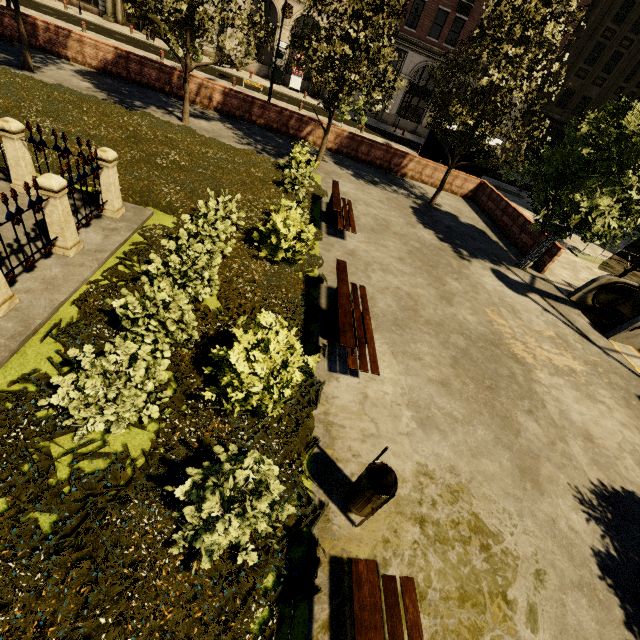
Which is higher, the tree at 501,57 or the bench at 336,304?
the tree at 501,57

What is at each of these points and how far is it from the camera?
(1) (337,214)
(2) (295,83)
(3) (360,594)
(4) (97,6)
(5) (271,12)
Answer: (1) bench, 10.4m
(2) atm, 30.7m
(3) bench, 2.8m
(4) building, 28.4m
(5) building, 37.7m

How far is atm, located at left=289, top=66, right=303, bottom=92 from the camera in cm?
3009

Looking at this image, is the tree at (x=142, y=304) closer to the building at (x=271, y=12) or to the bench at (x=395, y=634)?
the bench at (x=395, y=634)

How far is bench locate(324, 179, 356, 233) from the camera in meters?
9.7

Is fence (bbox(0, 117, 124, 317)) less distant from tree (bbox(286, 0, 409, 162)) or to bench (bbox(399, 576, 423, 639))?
tree (bbox(286, 0, 409, 162))

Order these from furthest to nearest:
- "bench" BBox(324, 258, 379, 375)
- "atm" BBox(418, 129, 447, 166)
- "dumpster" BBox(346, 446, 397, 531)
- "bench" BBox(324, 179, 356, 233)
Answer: "atm" BBox(418, 129, 447, 166) → "bench" BBox(324, 179, 356, 233) → "bench" BBox(324, 258, 379, 375) → "dumpster" BBox(346, 446, 397, 531)

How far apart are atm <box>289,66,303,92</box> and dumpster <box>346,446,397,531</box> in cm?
3610
